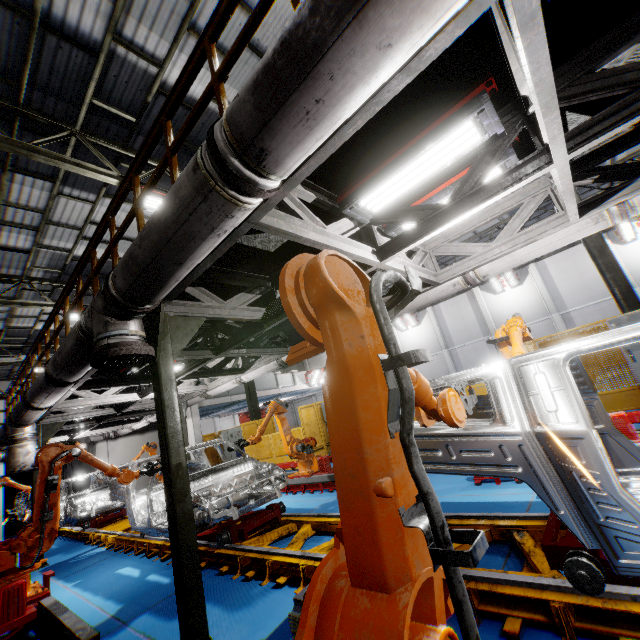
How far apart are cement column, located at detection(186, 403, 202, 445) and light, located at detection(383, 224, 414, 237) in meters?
16.4

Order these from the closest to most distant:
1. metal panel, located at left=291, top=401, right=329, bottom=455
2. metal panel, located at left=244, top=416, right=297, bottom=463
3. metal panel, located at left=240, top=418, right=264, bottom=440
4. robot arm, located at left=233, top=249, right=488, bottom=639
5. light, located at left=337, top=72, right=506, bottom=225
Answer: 1. robot arm, located at left=233, top=249, right=488, bottom=639
2. light, located at left=337, top=72, right=506, bottom=225
3. metal panel, located at left=291, top=401, right=329, bottom=455
4. metal panel, located at left=244, top=416, right=297, bottom=463
5. metal panel, located at left=240, top=418, right=264, bottom=440

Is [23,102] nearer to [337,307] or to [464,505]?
[337,307]

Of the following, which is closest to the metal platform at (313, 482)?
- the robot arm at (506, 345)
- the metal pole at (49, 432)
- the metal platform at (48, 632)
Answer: the robot arm at (506, 345)

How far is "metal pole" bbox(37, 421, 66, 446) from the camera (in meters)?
8.53

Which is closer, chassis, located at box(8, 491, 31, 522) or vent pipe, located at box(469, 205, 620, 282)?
vent pipe, located at box(469, 205, 620, 282)

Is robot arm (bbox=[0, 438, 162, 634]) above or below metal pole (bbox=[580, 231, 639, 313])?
below

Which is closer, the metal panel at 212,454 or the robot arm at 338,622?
the robot arm at 338,622
